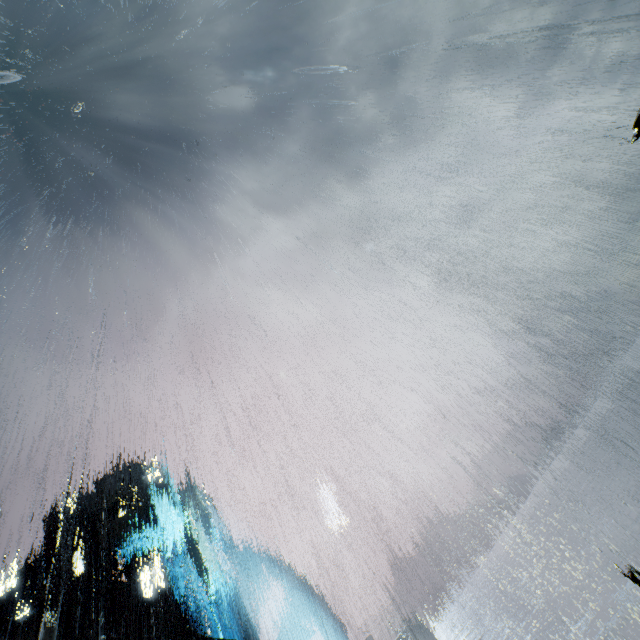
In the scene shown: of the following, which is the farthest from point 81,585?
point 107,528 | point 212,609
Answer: point 212,609
